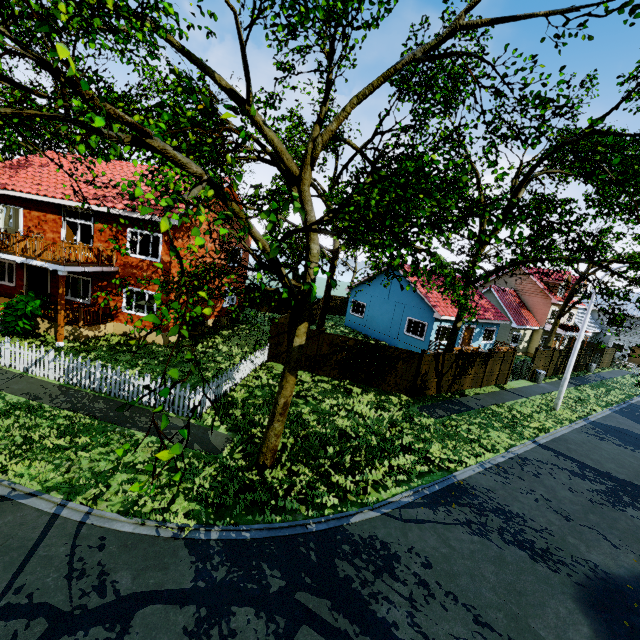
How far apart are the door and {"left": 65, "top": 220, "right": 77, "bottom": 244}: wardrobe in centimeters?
231cm

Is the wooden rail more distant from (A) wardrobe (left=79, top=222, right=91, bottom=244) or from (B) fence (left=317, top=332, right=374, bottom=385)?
(B) fence (left=317, top=332, right=374, bottom=385)

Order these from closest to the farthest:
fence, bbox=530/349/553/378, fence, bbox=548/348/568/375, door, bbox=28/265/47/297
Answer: door, bbox=28/265/47/297, fence, bbox=530/349/553/378, fence, bbox=548/348/568/375

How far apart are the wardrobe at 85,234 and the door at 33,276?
2.3m

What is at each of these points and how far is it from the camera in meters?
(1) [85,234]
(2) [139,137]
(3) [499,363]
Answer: (1) wardrobe, 18.6 m
(2) tree, 4.0 m
(3) fence, 21.2 m

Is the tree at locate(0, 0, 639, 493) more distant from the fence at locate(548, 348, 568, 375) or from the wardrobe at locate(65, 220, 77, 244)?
the wardrobe at locate(65, 220, 77, 244)

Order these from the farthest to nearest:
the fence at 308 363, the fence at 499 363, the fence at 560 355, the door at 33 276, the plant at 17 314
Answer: the fence at 560 355 < the fence at 499 363 < the door at 33 276 < the fence at 308 363 < the plant at 17 314
